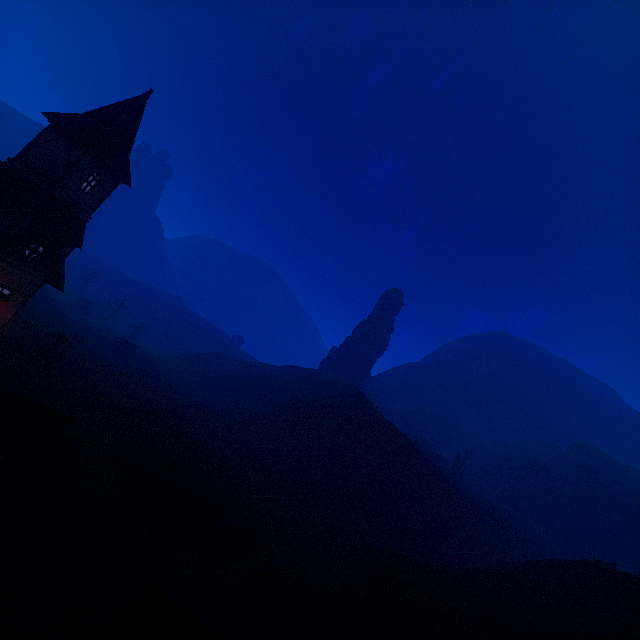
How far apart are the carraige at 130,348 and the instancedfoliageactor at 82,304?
15.3 meters

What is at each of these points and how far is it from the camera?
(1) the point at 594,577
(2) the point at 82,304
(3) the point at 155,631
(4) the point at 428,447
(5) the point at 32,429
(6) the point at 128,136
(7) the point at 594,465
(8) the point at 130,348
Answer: (1) z, 17.3m
(2) instancedfoliageactor, 56.5m
(3) building, 3.4m
(4) rock, 58.1m
(5) sign, 10.5m
(6) building, 22.1m
(7) rock, 50.6m
(8) carraige, 47.8m

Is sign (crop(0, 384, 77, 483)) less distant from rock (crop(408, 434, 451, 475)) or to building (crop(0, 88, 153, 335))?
building (crop(0, 88, 153, 335))

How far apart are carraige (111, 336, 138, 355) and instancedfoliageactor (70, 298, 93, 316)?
15.30m

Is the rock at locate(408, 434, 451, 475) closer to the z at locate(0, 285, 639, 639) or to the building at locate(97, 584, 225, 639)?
the z at locate(0, 285, 639, 639)

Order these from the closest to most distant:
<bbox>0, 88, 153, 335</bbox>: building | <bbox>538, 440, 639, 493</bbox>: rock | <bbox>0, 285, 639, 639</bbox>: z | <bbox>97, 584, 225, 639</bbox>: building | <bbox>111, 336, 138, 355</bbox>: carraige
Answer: <bbox>97, 584, 225, 639</bbox>: building, <bbox>0, 285, 639, 639</bbox>: z, <bbox>0, 88, 153, 335</bbox>: building, <bbox>111, 336, 138, 355</bbox>: carraige, <bbox>538, 440, 639, 493</bbox>: rock

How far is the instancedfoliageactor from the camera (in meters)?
56.06

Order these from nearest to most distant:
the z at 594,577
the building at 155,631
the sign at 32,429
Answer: the building at 155,631 < the z at 594,577 < the sign at 32,429
